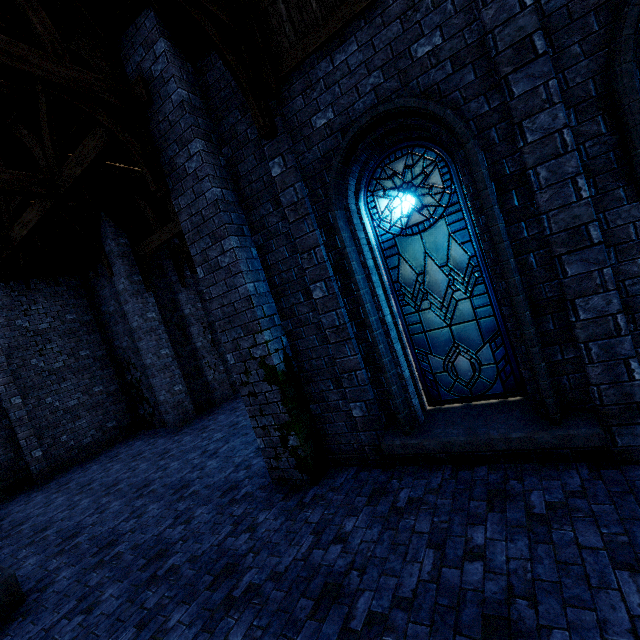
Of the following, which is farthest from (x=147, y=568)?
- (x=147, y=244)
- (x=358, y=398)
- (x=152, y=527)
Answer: (x=147, y=244)

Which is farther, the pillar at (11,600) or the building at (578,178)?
the pillar at (11,600)

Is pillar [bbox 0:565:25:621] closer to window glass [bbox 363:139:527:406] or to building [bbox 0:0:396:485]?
building [bbox 0:0:396:485]

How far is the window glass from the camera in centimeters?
420cm

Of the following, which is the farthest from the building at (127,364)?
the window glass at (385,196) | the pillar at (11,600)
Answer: the window glass at (385,196)
